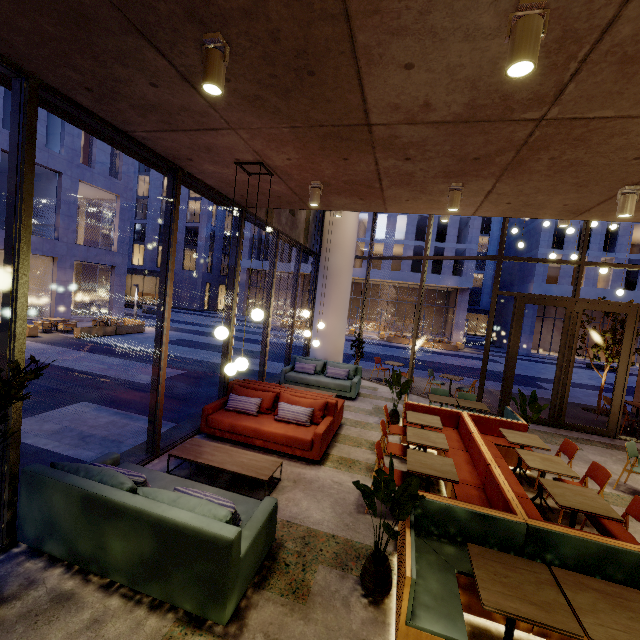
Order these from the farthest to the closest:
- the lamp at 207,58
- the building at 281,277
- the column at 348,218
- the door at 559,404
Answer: the building at 281,277, the column at 348,218, the door at 559,404, the lamp at 207,58

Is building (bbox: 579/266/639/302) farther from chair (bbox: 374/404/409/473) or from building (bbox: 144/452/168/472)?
chair (bbox: 374/404/409/473)

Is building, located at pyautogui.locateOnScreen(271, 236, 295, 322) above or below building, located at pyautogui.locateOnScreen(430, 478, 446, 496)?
above

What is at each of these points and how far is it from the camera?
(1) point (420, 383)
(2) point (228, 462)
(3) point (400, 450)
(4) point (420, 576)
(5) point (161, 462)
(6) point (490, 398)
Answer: (1) building, 12.56m
(2) coffee table, 4.70m
(3) chair, 5.41m
(4) seat, 2.91m
(5) building, 5.07m
(6) building, 11.44m

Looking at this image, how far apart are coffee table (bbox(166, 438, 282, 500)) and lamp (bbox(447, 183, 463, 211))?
4.4m

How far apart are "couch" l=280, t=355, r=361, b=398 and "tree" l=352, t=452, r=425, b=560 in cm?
596

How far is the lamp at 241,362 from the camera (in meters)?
4.46

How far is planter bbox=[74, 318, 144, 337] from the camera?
15.9m
